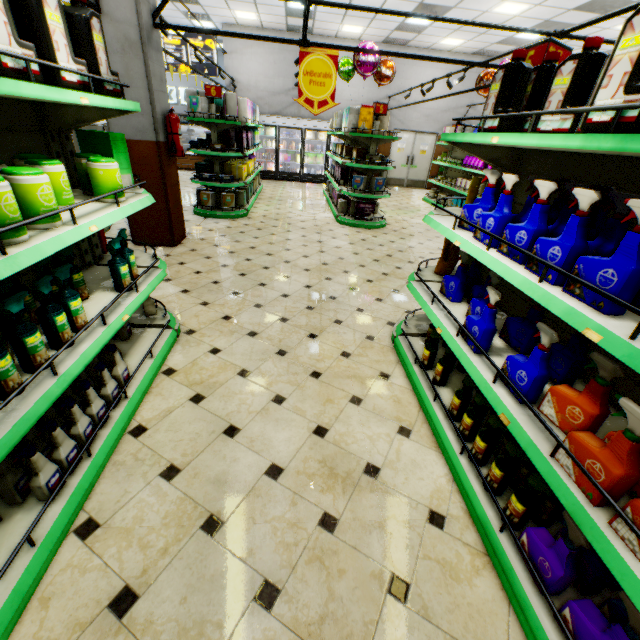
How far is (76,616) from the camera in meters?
1.4 m

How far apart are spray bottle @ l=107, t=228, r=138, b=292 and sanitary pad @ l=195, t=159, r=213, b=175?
5.9m

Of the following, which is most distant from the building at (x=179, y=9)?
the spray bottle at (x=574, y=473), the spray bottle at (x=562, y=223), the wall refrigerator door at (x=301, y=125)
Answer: the spray bottle at (x=562, y=223)

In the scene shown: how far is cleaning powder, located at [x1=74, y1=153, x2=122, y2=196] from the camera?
2.0m

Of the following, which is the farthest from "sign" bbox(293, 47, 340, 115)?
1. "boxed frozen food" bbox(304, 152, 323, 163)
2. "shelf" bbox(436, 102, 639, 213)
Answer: "boxed frozen food" bbox(304, 152, 323, 163)

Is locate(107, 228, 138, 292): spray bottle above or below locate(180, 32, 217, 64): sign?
below

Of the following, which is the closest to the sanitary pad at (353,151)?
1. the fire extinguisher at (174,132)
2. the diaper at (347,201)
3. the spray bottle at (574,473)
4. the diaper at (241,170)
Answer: the diaper at (347,201)

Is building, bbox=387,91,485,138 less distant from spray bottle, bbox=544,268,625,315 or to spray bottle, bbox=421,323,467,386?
spray bottle, bbox=421,323,467,386
